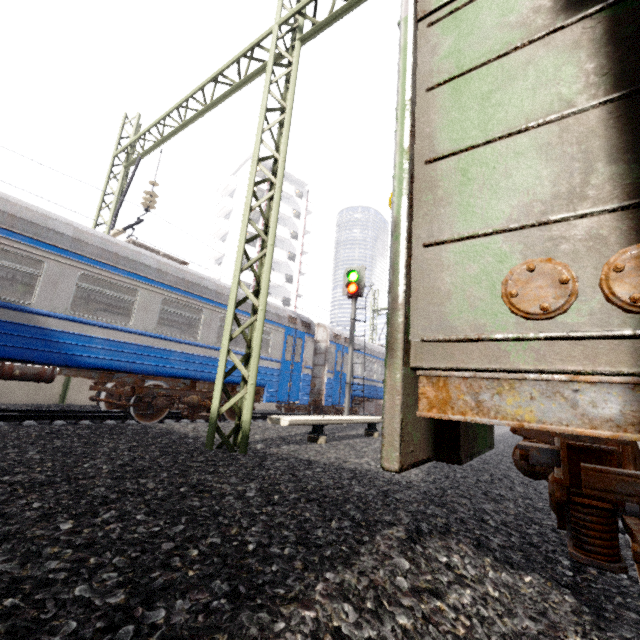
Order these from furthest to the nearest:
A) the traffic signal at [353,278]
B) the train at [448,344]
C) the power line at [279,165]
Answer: the traffic signal at [353,278]
the power line at [279,165]
the train at [448,344]

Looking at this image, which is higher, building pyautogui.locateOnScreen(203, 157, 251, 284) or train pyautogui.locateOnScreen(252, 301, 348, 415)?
building pyautogui.locateOnScreen(203, 157, 251, 284)

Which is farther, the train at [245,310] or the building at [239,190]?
the building at [239,190]

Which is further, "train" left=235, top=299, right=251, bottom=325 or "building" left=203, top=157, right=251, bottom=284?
"building" left=203, top=157, right=251, bottom=284

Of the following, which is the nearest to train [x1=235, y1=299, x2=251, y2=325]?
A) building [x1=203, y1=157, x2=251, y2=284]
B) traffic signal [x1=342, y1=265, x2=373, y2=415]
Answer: traffic signal [x1=342, y1=265, x2=373, y2=415]

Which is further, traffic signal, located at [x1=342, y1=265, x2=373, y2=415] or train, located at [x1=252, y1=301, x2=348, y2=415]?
traffic signal, located at [x1=342, y1=265, x2=373, y2=415]

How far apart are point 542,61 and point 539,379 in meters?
1.7

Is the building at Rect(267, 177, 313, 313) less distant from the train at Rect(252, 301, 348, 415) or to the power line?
the train at Rect(252, 301, 348, 415)
